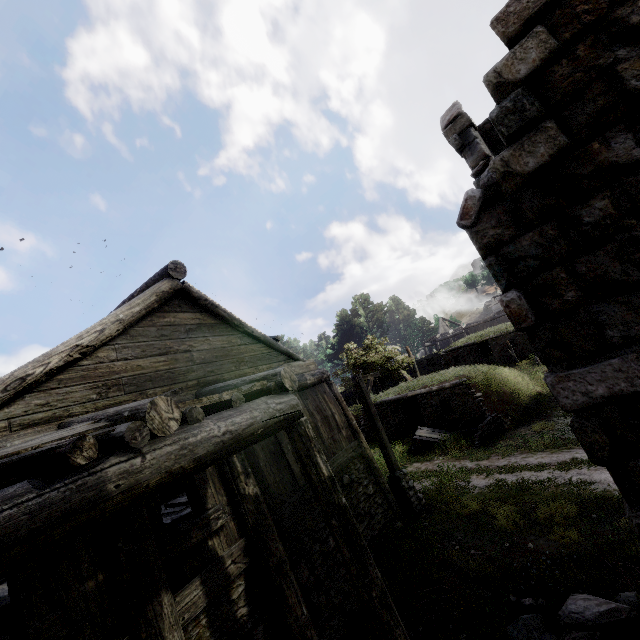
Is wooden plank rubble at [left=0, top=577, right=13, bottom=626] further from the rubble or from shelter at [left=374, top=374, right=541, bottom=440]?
the rubble

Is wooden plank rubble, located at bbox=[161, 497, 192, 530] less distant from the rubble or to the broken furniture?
the rubble

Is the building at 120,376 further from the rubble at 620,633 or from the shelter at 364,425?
the shelter at 364,425

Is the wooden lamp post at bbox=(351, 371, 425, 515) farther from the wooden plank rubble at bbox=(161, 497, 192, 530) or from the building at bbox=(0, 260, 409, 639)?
the wooden plank rubble at bbox=(161, 497, 192, 530)

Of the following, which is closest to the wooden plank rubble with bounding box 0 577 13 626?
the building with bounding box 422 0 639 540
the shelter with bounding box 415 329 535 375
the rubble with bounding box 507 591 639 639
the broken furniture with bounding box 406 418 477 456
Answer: the building with bounding box 422 0 639 540

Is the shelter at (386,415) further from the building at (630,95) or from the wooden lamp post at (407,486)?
the building at (630,95)

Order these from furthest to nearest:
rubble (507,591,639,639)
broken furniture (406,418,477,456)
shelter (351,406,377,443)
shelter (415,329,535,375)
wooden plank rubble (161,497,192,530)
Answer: shelter (415,329,535,375) → shelter (351,406,377,443) → broken furniture (406,418,477,456) → wooden plank rubble (161,497,192,530) → rubble (507,591,639,639)

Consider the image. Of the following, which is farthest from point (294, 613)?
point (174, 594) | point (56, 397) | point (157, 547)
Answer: point (56, 397)
